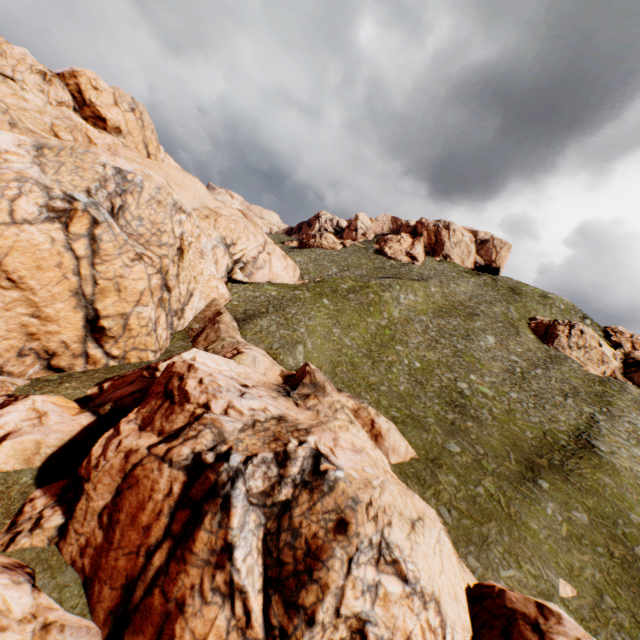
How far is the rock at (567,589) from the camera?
16.8 meters

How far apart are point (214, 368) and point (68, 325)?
10.1 meters

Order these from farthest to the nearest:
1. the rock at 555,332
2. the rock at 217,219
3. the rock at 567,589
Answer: the rock at 555,332, the rock at 567,589, the rock at 217,219

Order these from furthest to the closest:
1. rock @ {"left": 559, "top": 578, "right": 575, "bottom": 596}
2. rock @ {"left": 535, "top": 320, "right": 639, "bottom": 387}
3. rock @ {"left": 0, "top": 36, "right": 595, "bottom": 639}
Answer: rock @ {"left": 535, "top": 320, "right": 639, "bottom": 387}, rock @ {"left": 559, "top": 578, "right": 575, "bottom": 596}, rock @ {"left": 0, "top": 36, "right": 595, "bottom": 639}

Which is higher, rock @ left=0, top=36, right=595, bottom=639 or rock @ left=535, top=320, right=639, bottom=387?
rock @ left=535, top=320, right=639, bottom=387

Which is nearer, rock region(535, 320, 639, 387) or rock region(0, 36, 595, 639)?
rock region(0, 36, 595, 639)
